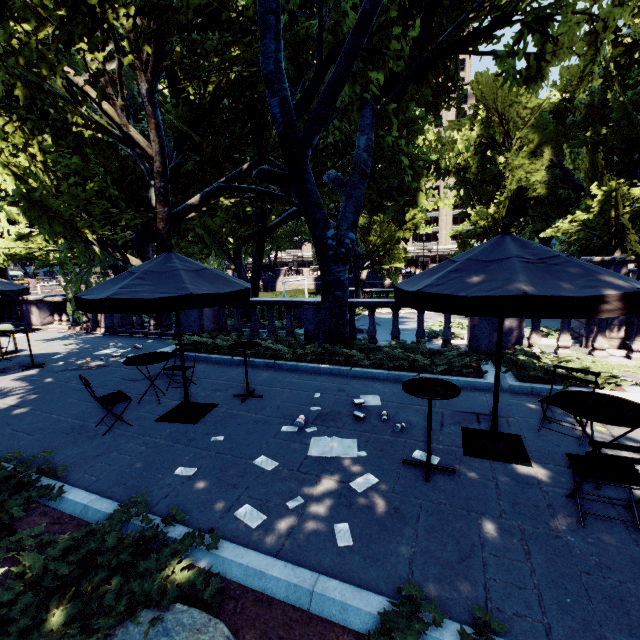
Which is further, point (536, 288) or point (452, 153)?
point (452, 153)

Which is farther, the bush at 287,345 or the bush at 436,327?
the bush at 436,327

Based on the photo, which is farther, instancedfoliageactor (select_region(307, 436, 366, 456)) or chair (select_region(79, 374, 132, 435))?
chair (select_region(79, 374, 132, 435))

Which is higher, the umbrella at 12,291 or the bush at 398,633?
the umbrella at 12,291

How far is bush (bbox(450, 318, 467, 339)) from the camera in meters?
16.8

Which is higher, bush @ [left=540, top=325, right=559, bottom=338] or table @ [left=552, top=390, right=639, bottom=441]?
table @ [left=552, top=390, right=639, bottom=441]

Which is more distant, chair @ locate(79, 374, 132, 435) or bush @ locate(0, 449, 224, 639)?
chair @ locate(79, 374, 132, 435)

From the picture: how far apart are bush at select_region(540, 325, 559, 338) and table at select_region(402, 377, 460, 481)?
14.72m
